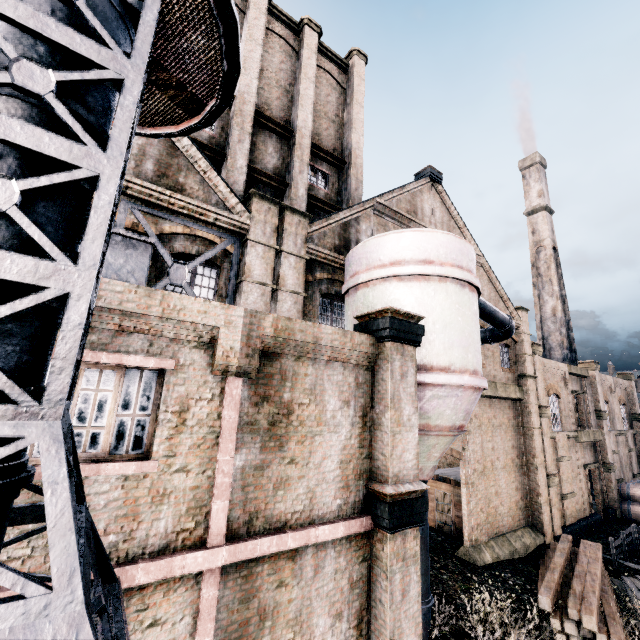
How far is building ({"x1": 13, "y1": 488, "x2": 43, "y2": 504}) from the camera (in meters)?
4.50

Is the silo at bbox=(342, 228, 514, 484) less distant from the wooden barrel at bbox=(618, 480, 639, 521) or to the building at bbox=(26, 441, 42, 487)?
the building at bbox=(26, 441, 42, 487)

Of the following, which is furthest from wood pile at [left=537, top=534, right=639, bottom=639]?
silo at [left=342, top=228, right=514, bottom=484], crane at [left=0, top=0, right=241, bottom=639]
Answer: crane at [left=0, top=0, right=241, bottom=639]

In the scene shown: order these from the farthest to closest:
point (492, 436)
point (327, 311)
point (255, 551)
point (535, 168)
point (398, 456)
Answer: point (535, 168) → point (492, 436) → point (327, 311) → point (398, 456) → point (255, 551)

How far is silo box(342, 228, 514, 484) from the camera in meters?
9.7

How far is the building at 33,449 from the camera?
4.6m

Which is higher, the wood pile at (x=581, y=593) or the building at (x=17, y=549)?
the building at (x=17, y=549)
